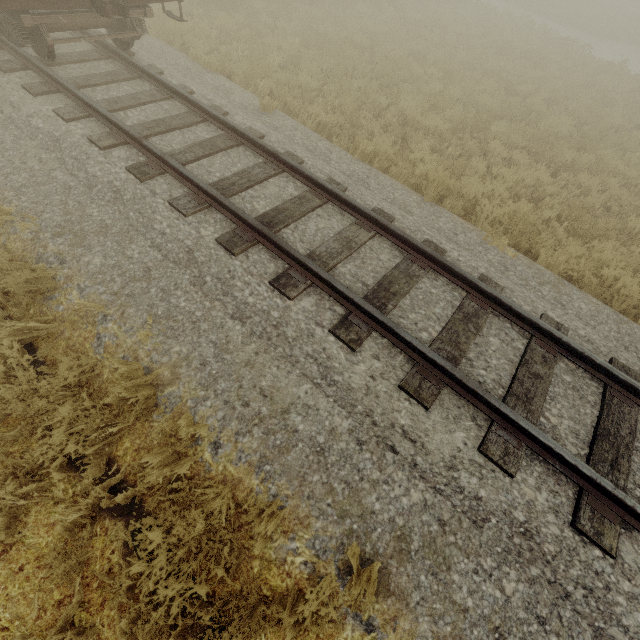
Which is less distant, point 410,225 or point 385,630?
point 385,630
